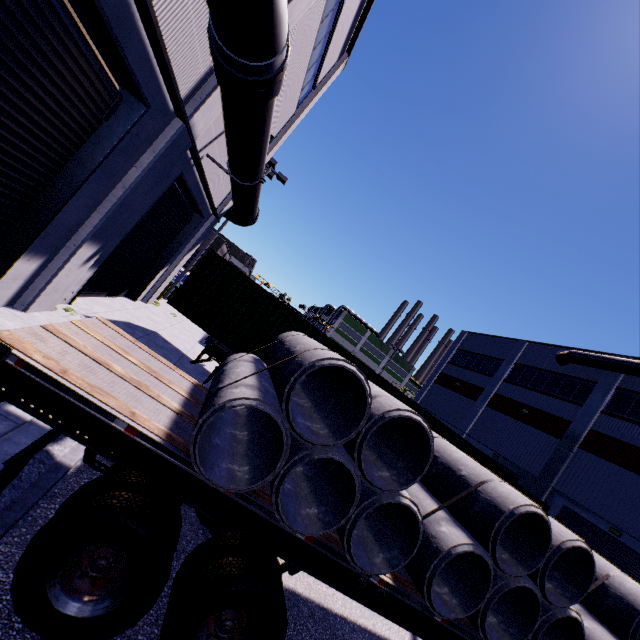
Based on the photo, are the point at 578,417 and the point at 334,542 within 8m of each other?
no

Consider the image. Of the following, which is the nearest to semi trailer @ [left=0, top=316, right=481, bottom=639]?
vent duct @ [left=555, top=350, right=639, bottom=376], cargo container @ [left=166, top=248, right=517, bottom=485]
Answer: cargo container @ [left=166, top=248, right=517, bottom=485]

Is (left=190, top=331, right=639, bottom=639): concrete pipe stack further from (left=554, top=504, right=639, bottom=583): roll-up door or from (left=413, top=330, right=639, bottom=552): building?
(left=413, top=330, right=639, bottom=552): building

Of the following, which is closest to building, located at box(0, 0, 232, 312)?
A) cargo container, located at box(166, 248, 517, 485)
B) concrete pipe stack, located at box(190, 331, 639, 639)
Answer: cargo container, located at box(166, 248, 517, 485)

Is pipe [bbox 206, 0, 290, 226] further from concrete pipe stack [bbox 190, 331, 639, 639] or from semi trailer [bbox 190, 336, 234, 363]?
concrete pipe stack [bbox 190, 331, 639, 639]

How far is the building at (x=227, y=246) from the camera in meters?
34.1

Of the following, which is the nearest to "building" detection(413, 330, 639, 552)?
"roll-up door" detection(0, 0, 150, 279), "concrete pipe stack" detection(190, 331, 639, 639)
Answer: "roll-up door" detection(0, 0, 150, 279)

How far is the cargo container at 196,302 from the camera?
9.8 meters
